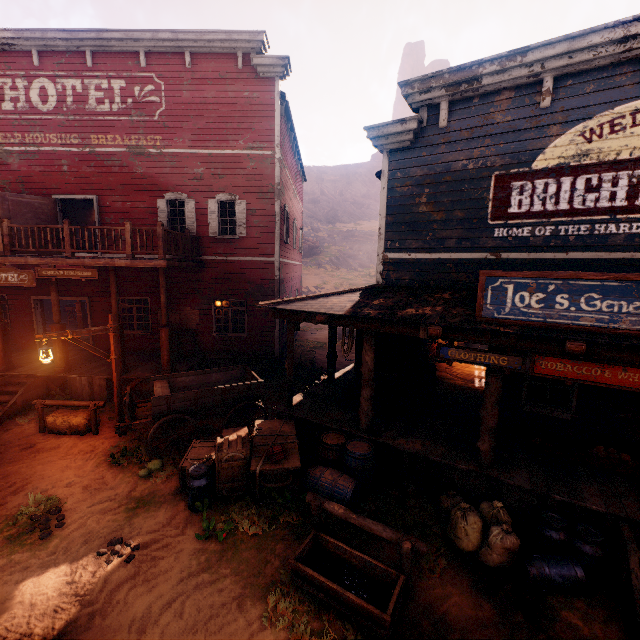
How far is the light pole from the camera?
7.4 meters

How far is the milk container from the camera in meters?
4.7

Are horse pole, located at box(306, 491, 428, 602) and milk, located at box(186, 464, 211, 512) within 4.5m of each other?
yes

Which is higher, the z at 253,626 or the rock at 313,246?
the rock at 313,246

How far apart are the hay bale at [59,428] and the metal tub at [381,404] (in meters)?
7.05

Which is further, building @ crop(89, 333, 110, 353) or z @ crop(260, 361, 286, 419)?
building @ crop(89, 333, 110, 353)

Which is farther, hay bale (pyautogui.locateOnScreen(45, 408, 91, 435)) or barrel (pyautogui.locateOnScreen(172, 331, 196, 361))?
barrel (pyautogui.locateOnScreen(172, 331, 196, 361))

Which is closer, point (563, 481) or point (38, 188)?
point (563, 481)
